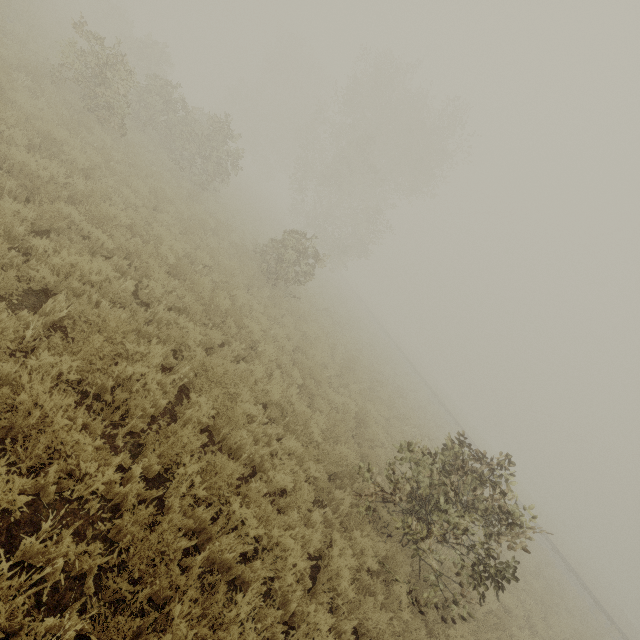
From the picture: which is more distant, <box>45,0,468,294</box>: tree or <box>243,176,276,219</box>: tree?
<box>243,176,276,219</box>: tree

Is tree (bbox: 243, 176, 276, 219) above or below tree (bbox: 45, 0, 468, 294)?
below

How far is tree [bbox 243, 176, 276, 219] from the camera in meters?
31.5

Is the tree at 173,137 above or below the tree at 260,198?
above

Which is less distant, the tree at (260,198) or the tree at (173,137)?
the tree at (173,137)

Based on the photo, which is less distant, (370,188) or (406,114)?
(406,114)
